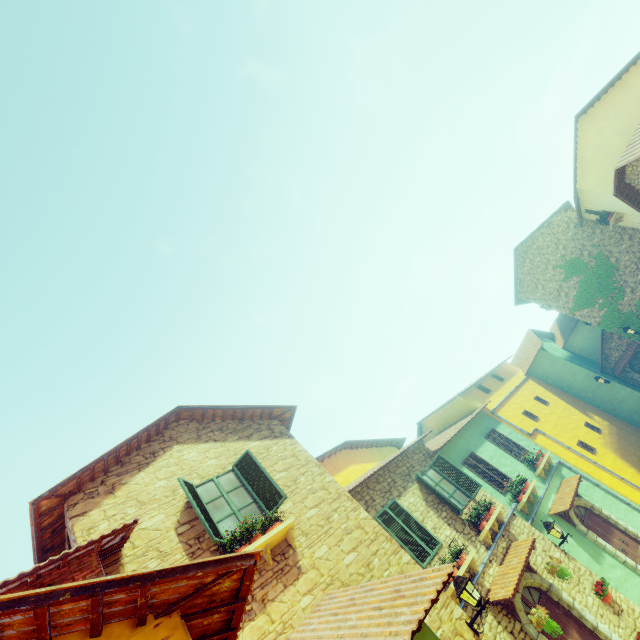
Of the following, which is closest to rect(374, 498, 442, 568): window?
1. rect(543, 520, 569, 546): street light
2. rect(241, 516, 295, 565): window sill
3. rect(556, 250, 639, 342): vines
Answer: rect(241, 516, 295, 565): window sill

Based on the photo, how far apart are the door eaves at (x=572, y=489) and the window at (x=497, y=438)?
1.4 meters

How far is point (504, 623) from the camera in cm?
751

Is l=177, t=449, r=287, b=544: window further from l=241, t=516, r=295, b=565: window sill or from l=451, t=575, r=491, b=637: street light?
l=451, t=575, r=491, b=637: street light

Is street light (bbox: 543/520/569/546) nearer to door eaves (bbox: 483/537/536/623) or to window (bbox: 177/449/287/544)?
door eaves (bbox: 483/537/536/623)

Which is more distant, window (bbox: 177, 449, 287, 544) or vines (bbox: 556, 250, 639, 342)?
vines (bbox: 556, 250, 639, 342)

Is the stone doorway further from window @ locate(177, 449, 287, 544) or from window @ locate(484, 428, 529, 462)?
window @ locate(177, 449, 287, 544)

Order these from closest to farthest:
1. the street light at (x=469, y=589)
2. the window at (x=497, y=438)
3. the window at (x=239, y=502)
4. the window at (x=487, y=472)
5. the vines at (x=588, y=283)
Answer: the street light at (x=469, y=589), the window at (x=239, y=502), the window at (x=487, y=472), the window at (x=497, y=438), the vines at (x=588, y=283)
